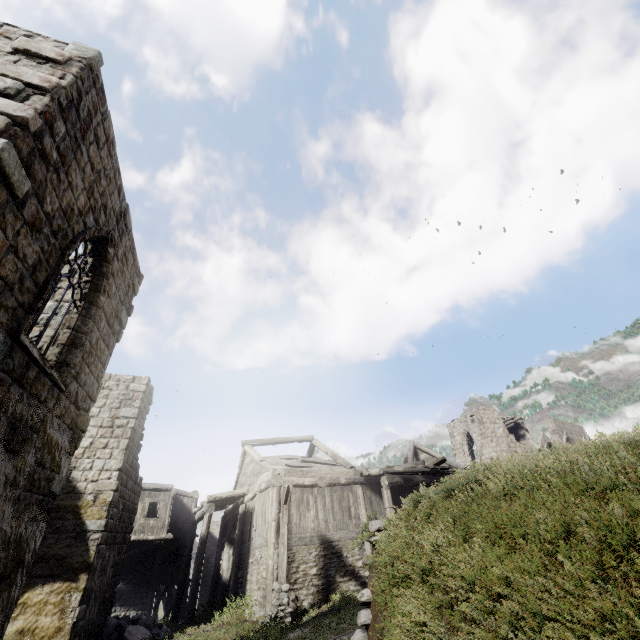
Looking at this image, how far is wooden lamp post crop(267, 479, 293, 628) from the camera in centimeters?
1159cm

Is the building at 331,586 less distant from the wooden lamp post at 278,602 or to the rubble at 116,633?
the rubble at 116,633

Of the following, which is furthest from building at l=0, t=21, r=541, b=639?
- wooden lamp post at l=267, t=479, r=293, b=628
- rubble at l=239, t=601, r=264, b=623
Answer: wooden lamp post at l=267, t=479, r=293, b=628

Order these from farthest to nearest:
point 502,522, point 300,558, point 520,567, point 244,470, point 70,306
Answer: point 244,470, point 300,558, point 70,306, point 502,522, point 520,567

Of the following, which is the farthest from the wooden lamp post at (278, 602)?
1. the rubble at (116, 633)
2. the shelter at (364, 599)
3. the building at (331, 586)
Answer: the rubble at (116, 633)

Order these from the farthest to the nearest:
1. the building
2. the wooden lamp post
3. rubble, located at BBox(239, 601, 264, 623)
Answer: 1. rubble, located at BBox(239, 601, 264, 623)
2. the wooden lamp post
3. the building

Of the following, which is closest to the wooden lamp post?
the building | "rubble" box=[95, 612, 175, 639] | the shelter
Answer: the shelter

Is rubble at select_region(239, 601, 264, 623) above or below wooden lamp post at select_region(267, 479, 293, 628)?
below
